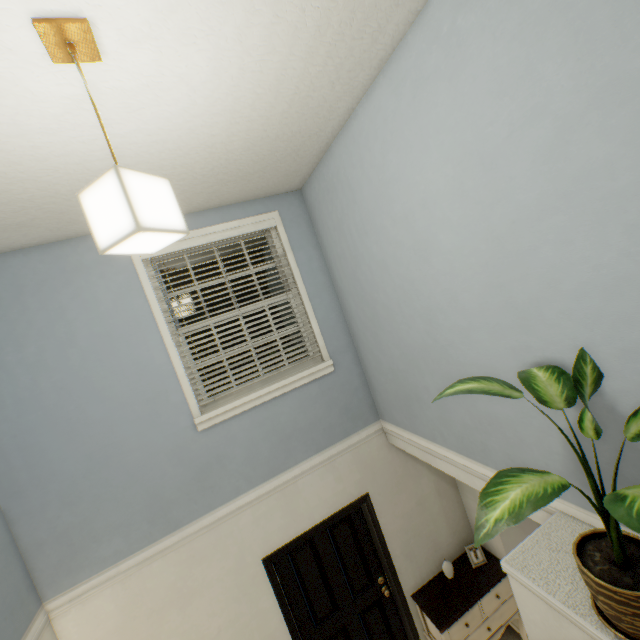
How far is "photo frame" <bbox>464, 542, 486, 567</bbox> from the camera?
3.31m

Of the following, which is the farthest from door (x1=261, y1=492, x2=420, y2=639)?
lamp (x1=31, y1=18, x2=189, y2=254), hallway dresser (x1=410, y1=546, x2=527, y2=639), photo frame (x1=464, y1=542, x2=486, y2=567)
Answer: lamp (x1=31, y1=18, x2=189, y2=254)

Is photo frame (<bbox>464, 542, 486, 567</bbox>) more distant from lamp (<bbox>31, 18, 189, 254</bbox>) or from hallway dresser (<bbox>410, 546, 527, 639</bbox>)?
lamp (<bbox>31, 18, 189, 254</bbox>)

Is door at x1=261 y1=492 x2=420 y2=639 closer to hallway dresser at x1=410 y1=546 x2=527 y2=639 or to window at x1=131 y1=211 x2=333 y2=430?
hallway dresser at x1=410 y1=546 x2=527 y2=639

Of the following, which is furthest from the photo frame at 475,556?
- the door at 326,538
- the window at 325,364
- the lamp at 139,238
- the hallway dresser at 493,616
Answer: the lamp at 139,238

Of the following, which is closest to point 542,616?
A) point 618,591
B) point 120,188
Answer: point 618,591

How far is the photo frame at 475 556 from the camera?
3.3m
